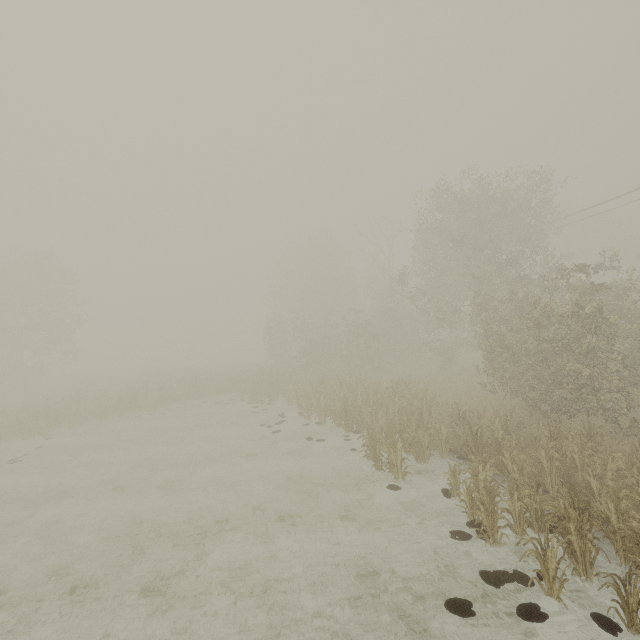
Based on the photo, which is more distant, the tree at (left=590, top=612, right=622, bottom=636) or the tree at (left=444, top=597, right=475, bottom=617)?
the tree at (left=444, top=597, right=475, bottom=617)

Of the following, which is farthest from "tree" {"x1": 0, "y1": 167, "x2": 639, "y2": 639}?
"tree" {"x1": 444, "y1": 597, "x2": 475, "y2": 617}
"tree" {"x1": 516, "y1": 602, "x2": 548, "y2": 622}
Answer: "tree" {"x1": 516, "y1": 602, "x2": 548, "y2": 622}

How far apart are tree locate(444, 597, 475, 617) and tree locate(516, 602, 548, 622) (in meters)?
0.81

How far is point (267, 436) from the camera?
16.94m

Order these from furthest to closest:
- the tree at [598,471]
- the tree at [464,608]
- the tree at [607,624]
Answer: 1. the tree at [598,471]
2. the tree at [464,608]
3. the tree at [607,624]

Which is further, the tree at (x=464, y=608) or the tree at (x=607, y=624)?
the tree at (x=464, y=608)

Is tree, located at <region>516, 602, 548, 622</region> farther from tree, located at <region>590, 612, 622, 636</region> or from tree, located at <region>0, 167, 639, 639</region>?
tree, located at <region>0, 167, 639, 639</region>

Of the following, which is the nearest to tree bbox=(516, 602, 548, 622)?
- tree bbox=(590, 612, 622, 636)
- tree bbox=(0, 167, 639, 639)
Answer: tree bbox=(590, 612, 622, 636)
